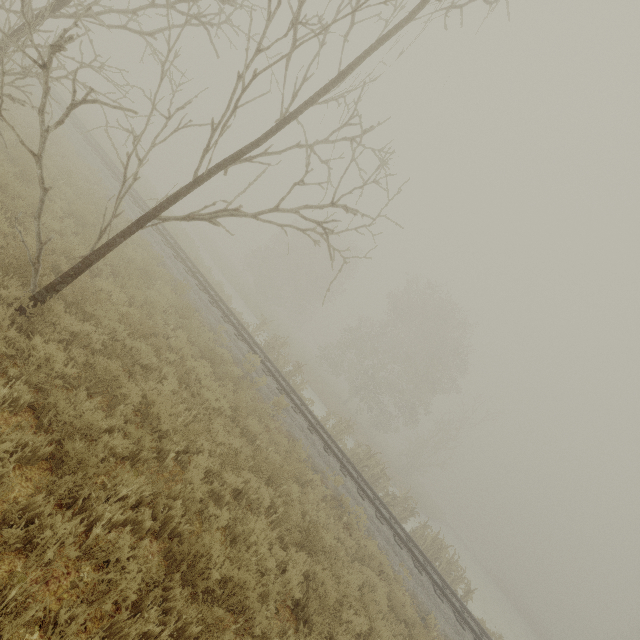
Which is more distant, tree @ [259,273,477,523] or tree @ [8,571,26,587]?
tree @ [259,273,477,523]

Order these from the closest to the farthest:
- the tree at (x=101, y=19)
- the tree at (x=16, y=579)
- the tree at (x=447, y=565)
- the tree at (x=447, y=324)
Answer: the tree at (x=16, y=579) < the tree at (x=101, y=19) < the tree at (x=447, y=565) < the tree at (x=447, y=324)

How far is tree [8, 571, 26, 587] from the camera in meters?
2.5 m

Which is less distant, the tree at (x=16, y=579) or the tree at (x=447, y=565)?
the tree at (x=16, y=579)

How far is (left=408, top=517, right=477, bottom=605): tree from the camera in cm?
1453

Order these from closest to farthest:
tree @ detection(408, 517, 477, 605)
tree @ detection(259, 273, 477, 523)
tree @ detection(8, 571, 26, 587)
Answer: tree @ detection(8, 571, 26, 587)
tree @ detection(408, 517, 477, 605)
tree @ detection(259, 273, 477, 523)

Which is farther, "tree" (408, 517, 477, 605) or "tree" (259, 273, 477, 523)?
"tree" (259, 273, 477, 523)

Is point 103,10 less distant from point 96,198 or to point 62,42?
point 62,42
